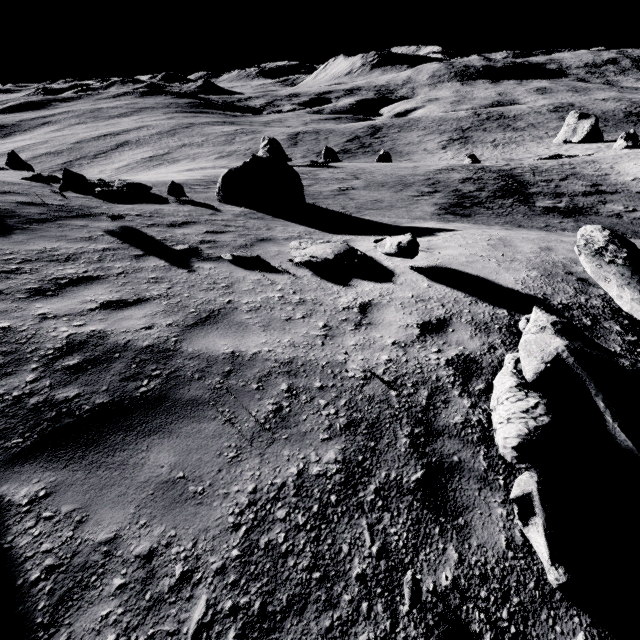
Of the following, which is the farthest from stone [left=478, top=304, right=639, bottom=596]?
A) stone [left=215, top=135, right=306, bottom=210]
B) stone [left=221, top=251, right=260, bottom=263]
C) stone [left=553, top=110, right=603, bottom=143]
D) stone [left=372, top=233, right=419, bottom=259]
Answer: stone [left=553, top=110, right=603, bottom=143]

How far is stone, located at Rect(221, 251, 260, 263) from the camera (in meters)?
6.08

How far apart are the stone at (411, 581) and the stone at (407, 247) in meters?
4.7

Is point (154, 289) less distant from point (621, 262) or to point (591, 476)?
point (591, 476)

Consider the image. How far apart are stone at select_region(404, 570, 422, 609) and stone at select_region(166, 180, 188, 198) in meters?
12.3 m

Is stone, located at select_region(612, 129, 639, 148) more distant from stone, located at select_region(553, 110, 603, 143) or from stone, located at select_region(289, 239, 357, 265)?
stone, located at select_region(289, 239, 357, 265)

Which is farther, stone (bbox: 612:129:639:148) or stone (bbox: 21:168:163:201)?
stone (bbox: 612:129:639:148)

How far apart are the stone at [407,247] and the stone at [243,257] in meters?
2.3
